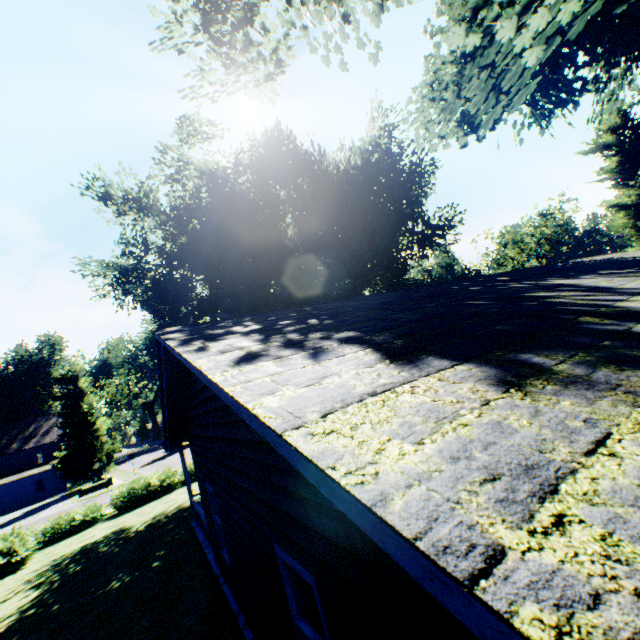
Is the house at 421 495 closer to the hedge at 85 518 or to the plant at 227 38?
the plant at 227 38

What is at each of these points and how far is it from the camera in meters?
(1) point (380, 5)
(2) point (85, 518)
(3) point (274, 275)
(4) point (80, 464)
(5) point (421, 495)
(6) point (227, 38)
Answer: (1) plant, 6.6
(2) hedge, 18.7
(3) plant, 20.1
(4) plant, 38.2
(5) house, 0.7
(6) plant, 10.0

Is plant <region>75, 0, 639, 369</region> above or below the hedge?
above

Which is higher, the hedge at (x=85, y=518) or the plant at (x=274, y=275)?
the plant at (x=274, y=275)

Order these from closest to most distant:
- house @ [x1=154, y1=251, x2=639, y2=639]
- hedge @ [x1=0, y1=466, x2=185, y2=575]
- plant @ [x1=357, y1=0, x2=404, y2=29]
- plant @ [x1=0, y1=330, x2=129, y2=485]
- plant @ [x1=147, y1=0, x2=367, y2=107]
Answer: house @ [x1=154, y1=251, x2=639, y2=639], plant @ [x1=357, y1=0, x2=404, y2=29], plant @ [x1=147, y1=0, x2=367, y2=107], hedge @ [x1=0, y1=466, x2=185, y2=575], plant @ [x1=0, y1=330, x2=129, y2=485]

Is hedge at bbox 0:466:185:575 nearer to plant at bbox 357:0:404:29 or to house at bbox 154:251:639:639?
plant at bbox 357:0:404:29

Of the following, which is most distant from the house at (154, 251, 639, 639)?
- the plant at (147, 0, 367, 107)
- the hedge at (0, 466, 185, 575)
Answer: the hedge at (0, 466, 185, 575)
